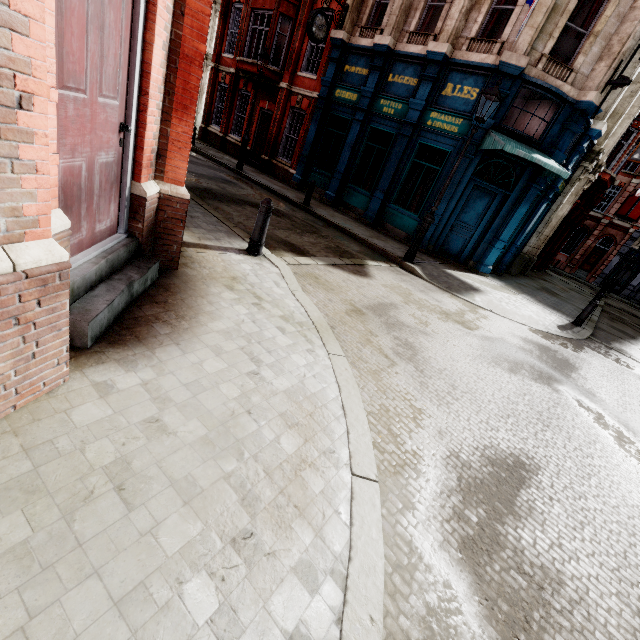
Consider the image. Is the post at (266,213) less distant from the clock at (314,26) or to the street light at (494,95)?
the street light at (494,95)

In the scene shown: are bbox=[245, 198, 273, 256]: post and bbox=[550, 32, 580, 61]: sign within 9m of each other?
no

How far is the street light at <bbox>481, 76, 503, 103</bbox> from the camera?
7.8 meters

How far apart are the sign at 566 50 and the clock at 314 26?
8.0 meters

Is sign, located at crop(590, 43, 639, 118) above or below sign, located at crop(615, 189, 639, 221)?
below

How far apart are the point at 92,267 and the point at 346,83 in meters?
15.2 m

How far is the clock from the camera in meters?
12.3

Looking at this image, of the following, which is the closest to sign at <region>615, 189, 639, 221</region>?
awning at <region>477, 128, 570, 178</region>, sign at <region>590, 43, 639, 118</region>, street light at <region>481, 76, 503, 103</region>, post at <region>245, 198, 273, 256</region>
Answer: sign at <region>590, 43, 639, 118</region>
